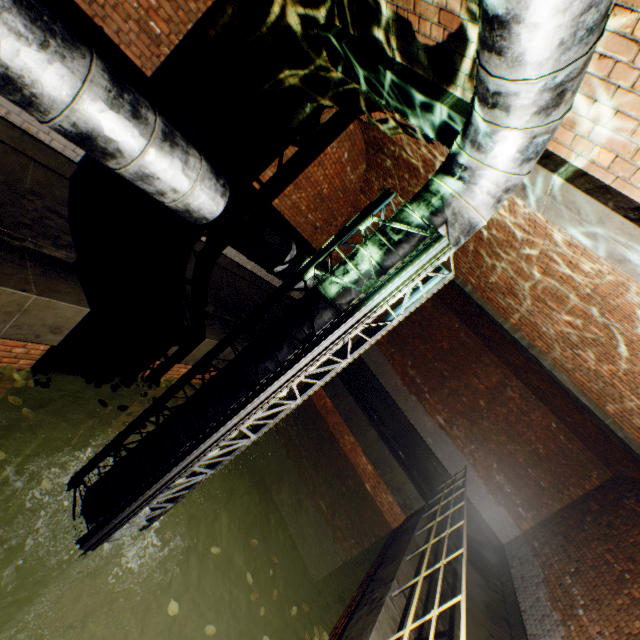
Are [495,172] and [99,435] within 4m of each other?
no

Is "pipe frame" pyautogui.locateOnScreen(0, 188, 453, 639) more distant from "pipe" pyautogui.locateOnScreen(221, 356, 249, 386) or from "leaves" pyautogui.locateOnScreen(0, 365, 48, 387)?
"leaves" pyautogui.locateOnScreen(0, 365, 48, 387)

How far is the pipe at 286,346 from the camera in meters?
2.9 m

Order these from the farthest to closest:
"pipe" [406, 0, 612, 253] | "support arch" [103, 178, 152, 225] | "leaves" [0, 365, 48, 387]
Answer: "support arch" [103, 178, 152, 225]
"leaves" [0, 365, 48, 387]
"pipe" [406, 0, 612, 253]

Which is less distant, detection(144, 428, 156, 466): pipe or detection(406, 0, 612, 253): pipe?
detection(406, 0, 612, 253): pipe

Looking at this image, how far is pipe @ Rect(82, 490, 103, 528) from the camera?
3.38m

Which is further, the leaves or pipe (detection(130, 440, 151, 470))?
the leaves
